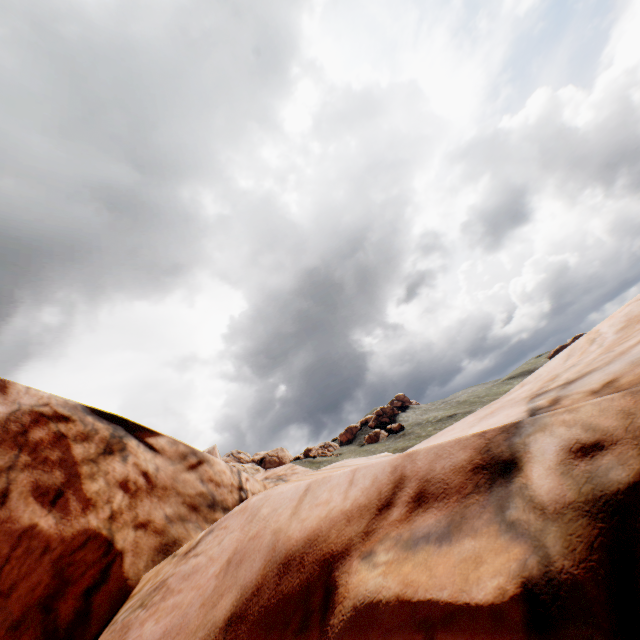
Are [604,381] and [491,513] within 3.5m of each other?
yes
